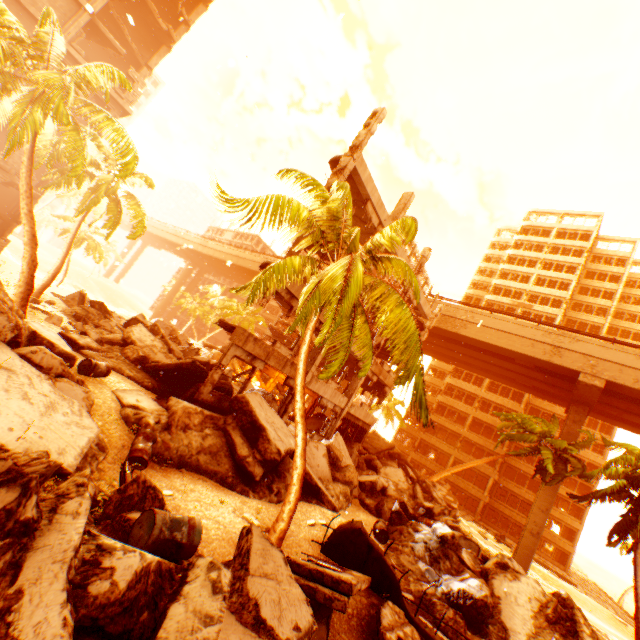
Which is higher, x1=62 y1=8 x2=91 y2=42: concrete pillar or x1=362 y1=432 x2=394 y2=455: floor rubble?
x1=62 y1=8 x2=91 y2=42: concrete pillar

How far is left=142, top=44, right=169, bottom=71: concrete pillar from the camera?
30.2m

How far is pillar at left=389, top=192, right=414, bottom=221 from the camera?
17.8 meters

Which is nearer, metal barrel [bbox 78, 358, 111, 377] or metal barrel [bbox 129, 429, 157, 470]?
metal barrel [bbox 129, 429, 157, 470]

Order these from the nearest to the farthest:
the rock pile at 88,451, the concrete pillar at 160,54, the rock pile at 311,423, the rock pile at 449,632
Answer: the rock pile at 88,451 → the rock pile at 449,632 → the rock pile at 311,423 → the concrete pillar at 160,54

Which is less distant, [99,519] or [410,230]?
[99,519]

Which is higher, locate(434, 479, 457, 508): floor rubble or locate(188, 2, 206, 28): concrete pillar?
locate(188, 2, 206, 28): concrete pillar

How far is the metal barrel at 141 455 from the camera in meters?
8.1
